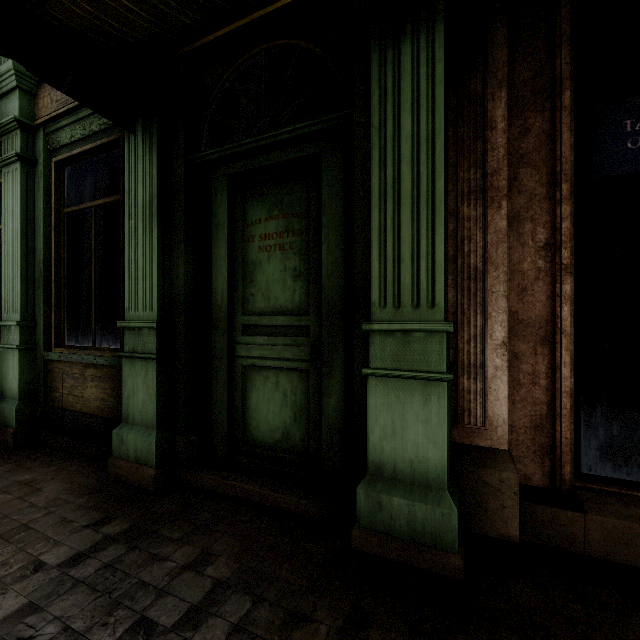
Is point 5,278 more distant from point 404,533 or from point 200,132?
point 404,533
